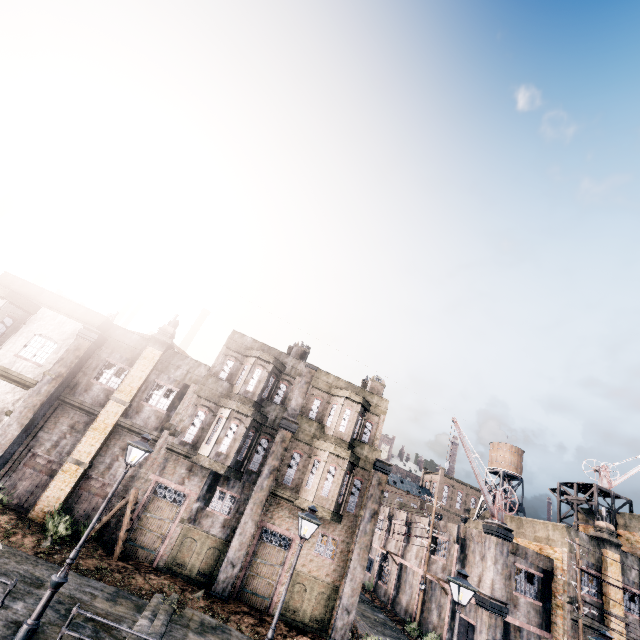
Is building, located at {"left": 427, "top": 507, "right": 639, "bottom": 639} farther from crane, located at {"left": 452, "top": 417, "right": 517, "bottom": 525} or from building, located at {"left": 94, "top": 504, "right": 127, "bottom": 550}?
building, located at {"left": 94, "top": 504, "right": 127, "bottom": 550}

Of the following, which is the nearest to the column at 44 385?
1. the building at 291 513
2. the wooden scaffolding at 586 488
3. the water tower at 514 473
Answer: the building at 291 513

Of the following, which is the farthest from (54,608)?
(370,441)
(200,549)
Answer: (370,441)

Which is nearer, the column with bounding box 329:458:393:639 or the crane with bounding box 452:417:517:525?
the column with bounding box 329:458:393:639

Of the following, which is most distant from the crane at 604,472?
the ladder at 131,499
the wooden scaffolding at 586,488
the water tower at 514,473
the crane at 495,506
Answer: the ladder at 131,499

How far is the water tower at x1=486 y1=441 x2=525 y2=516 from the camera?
44.0m

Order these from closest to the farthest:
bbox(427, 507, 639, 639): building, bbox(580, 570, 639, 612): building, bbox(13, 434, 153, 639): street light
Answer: bbox(13, 434, 153, 639): street light < bbox(427, 507, 639, 639): building < bbox(580, 570, 639, 612): building
